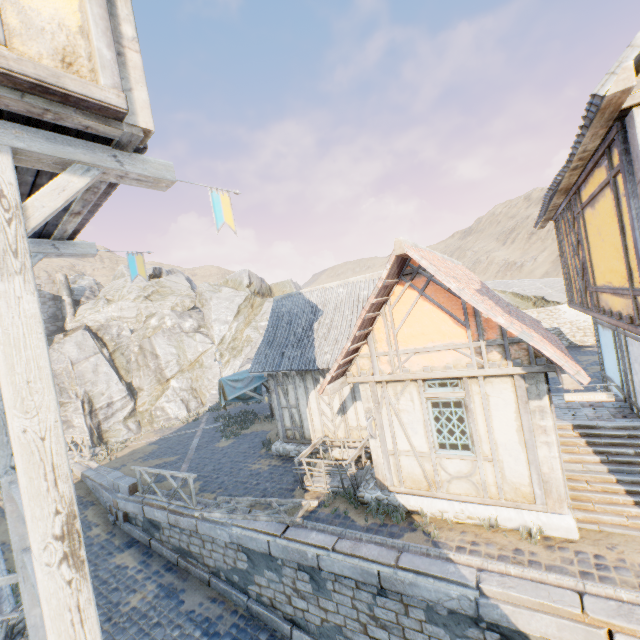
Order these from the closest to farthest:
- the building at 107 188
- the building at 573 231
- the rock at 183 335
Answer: the building at 107 188
the building at 573 231
the rock at 183 335

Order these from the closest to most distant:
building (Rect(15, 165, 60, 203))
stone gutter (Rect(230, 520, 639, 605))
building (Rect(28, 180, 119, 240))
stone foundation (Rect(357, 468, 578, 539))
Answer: building (Rect(15, 165, 60, 203))
building (Rect(28, 180, 119, 240))
stone gutter (Rect(230, 520, 639, 605))
stone foundation (Rect(357, 468, 578, 539))

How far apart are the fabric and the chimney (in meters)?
28.05

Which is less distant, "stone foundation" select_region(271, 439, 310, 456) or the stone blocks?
the stone blocks

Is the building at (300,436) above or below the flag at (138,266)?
below

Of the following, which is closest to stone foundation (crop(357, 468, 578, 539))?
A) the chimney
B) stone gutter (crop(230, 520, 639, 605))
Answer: stone gutter (crop(230, 520, 639, 605))

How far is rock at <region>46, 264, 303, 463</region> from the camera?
30.89m

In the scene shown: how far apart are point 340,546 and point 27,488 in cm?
662
